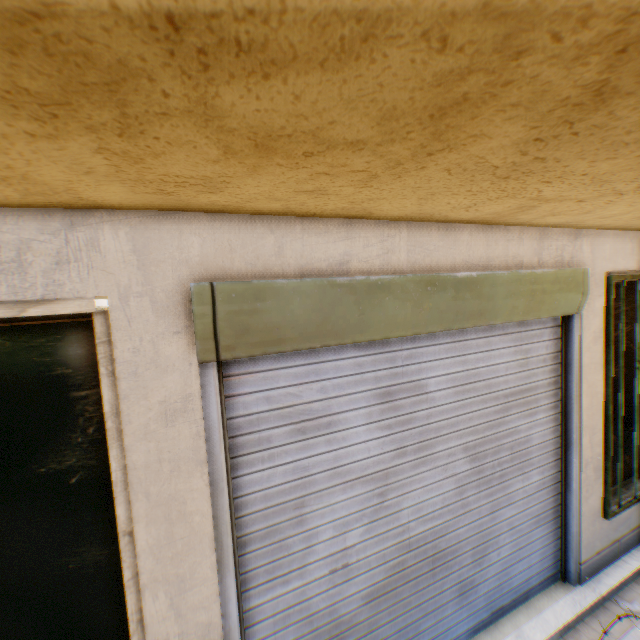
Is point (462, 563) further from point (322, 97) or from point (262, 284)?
point (322, 97)
